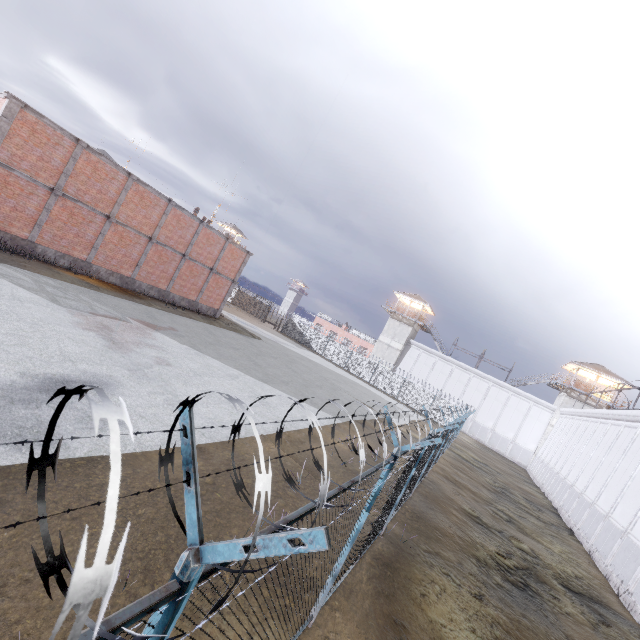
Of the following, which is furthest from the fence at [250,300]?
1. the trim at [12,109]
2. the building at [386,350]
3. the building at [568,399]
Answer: the trim at [12,109]

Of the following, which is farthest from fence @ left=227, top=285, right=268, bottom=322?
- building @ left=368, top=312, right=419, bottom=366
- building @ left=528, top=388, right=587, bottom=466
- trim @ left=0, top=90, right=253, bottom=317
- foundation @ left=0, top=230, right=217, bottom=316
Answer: foundation @ left=0, top=230, right=217, bottom=316

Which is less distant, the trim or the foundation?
the trim

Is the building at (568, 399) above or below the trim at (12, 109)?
above

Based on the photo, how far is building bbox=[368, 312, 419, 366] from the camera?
48.7m

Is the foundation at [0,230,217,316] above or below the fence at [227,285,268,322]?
below

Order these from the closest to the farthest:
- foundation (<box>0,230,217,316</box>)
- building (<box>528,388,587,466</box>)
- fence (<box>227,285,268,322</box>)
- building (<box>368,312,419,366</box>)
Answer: foundation (<box>0,230,217,316</box>)
building (<box>528,388,587,466</box>)
building (<box>368,312,419,366</box>)
fence (<box>227,285,268,322</box>)

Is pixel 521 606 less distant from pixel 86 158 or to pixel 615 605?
pixel 615 605
